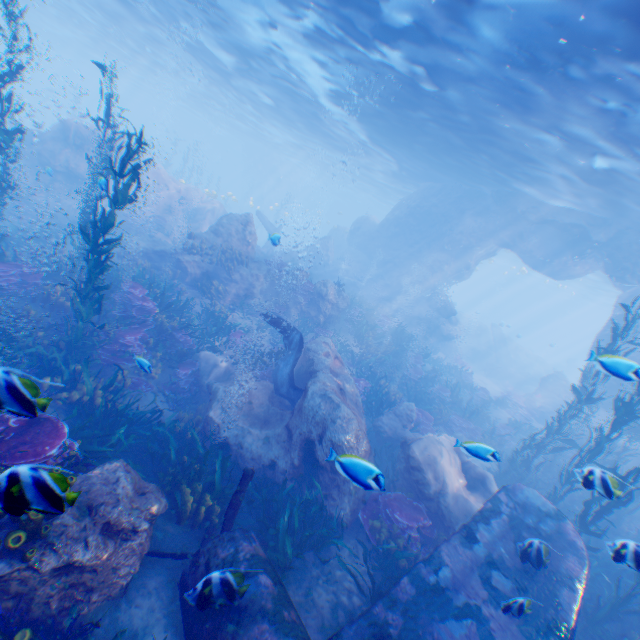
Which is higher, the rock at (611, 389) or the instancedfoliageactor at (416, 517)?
the rock at (611, 389)

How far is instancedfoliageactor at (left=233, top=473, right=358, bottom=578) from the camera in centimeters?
614cm

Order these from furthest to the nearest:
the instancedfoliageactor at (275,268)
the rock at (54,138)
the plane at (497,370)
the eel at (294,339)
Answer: the plane at (497,370) → the rock at (54,138) → the instancedfoliageactor at (275,268) → the eel at (294,339)

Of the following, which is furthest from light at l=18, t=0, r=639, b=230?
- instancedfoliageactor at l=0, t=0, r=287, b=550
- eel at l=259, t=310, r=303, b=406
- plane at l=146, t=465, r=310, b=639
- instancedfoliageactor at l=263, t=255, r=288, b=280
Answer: instancedfoliageactor at l=263, t=255, r=288, b=280

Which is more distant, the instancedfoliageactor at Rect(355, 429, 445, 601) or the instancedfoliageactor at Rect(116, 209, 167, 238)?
the instancedfoliageactor at Rect(116, 209, 167, 238)

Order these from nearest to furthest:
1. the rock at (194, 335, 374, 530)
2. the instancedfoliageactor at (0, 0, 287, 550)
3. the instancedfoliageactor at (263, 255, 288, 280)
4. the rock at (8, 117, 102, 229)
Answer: the instancedfoliageactor at (0, 0, 287, 550) → the rock at (194, 335, 374, 530) → the instancedfoliageactor at (263, 255, 288, 280) → the rock at (8, 117, 102, 229)

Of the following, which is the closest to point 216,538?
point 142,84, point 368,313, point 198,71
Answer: point 368,313

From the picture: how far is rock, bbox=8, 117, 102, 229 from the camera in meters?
17.4
